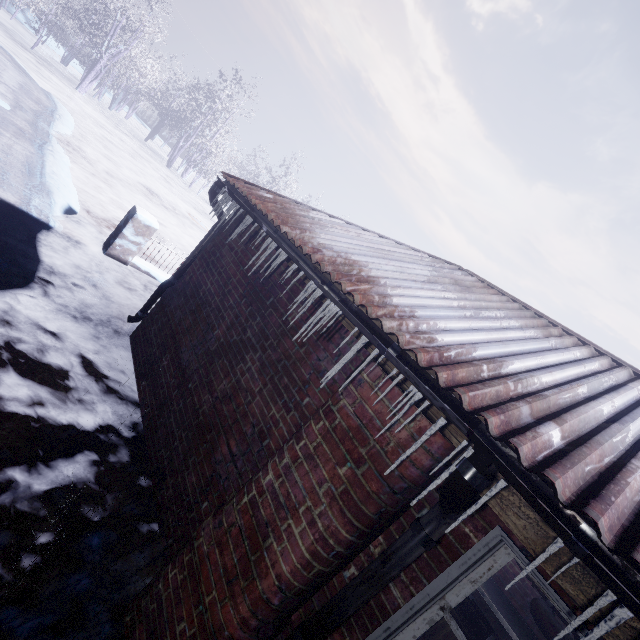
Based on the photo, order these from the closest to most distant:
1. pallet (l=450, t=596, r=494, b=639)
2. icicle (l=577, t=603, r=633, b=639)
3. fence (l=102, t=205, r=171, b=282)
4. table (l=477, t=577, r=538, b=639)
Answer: icicle (l=577, t=603, r=633, b=639) → pallet (l=450, t=596, r=494, b=639) → table (l=477, t=577, r=538, b=639) → fence (l=102, t=205, r=171, b=282)

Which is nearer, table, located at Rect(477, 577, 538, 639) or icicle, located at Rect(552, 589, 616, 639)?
icicle, located at Rect(552, 589, 616, 639)

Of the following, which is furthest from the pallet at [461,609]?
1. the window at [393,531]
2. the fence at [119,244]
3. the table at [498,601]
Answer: the fence at [119,244]

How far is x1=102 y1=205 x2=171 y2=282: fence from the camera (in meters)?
5.33

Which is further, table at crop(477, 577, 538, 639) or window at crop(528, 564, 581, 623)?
table at crop(477, 577, 538, 639)

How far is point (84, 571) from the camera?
2.0 meters

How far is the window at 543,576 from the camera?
1.1 meters

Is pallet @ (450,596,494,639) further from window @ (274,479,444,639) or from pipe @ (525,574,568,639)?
pipe @ (525,574,568,639)
